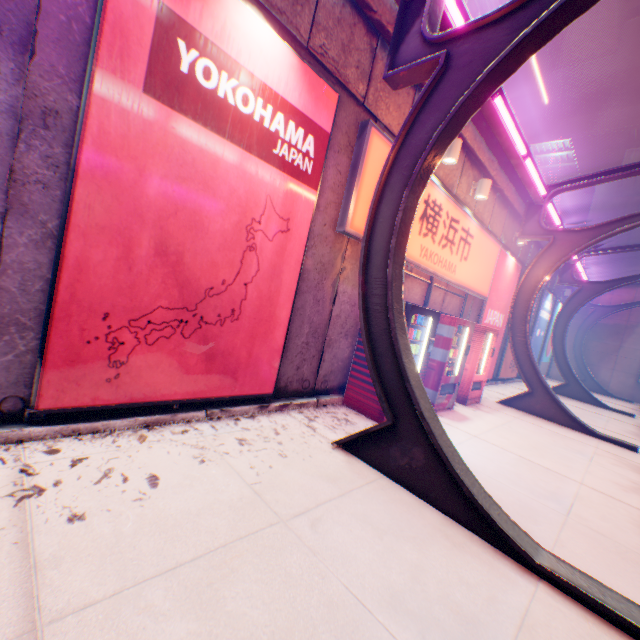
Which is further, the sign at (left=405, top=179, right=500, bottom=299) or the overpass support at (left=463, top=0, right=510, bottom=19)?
the overpass support at (left=463, top=0, right=510, bottom=19)

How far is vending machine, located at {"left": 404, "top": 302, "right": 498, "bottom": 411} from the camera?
5.83m

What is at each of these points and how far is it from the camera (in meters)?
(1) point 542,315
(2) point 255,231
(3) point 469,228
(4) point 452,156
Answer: (1) billboard, 16.06
(2) billboard, 3.95
(3) sign, 7.81
(4) street lamp, 6.31

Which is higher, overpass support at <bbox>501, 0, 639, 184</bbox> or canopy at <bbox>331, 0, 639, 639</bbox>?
overpass support at <bbox>501, 0, 639, 184</bbox>

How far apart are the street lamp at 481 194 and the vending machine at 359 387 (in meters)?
3.62

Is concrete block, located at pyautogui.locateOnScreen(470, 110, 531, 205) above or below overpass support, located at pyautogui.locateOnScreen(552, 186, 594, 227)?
below

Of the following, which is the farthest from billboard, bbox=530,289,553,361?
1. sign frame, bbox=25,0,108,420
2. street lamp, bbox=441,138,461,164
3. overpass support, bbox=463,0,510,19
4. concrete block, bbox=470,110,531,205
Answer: sign frame, bbox=25,0,108,420

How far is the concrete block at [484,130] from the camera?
7.7m
